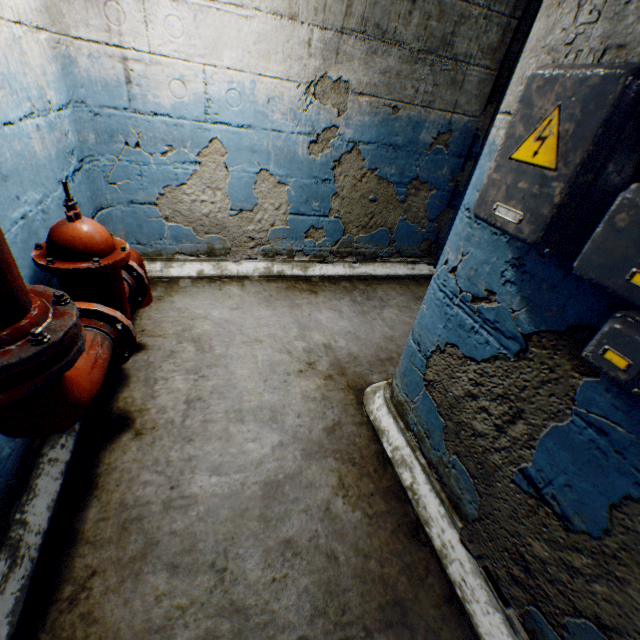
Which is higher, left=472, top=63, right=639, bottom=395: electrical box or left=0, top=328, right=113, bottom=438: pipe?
left=472, top=63, right=639, bottom=395: electrical box

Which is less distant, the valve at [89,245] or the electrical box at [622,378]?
the electrical box at [622,378]

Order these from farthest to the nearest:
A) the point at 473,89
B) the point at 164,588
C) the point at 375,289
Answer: the point at 375,289 < the point at 473,89 < the point at 164,588

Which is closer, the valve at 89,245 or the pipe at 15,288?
the pipe at 15,288

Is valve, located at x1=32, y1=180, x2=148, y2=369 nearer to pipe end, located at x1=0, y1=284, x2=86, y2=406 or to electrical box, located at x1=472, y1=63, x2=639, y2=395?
pipe end, located at x1=0, y1=284, x2=86, y2=406

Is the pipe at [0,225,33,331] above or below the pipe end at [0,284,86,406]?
above

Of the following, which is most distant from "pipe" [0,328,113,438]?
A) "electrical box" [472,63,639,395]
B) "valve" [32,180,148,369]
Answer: "electrical box" [472,63,639,395]
